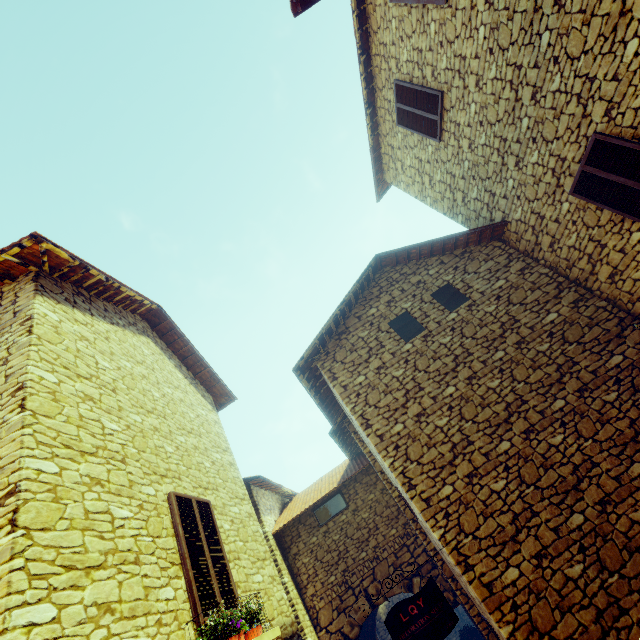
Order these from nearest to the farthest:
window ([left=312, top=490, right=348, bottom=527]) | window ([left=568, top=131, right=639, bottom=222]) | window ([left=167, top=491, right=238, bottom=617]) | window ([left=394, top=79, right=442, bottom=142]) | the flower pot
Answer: window ([left=167, top=491, right=238, bottom=617])
window ([left=568, top=131, right=639, bottom=222])
window ([left=394, top=79, right=442, bottom=142])
window ([left=312, top=490, right=348, bottom=527])
the flower pot

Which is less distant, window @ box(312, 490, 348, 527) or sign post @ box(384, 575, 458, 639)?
sign post @ box(384, 575, 458, 639)

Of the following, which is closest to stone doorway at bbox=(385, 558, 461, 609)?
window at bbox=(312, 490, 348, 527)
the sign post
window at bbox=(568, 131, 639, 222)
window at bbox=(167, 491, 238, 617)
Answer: window at bbox=(312, 490, 348, 527)

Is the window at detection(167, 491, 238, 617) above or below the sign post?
above

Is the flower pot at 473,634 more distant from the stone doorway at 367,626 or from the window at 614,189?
the window at 614,189

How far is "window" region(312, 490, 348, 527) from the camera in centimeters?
923cm

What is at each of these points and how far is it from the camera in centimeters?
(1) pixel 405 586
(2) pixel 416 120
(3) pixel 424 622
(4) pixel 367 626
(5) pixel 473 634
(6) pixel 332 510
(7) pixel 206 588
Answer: (1) stone doorway, 798cm
(2) window, 825cm
(3) sign post, 465cm
(4) stone doorway, 1077cm
(5) flower pot, 1037cm
(6) window, 932cm
(7) window, 423cm

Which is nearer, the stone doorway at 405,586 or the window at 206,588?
the window at 206,588
